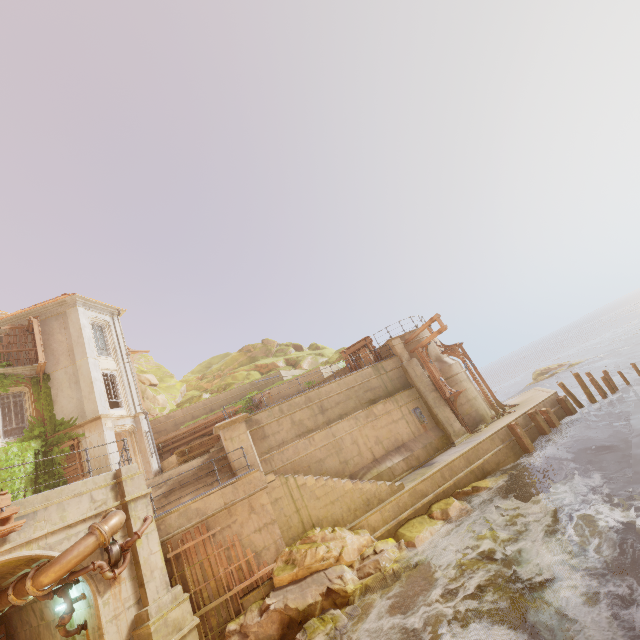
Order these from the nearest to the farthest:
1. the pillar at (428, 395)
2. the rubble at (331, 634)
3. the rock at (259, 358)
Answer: the rubble at (331, 634) < the pillar at (428, 395) < the rock at (259, 358)

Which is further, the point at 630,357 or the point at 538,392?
the point at 630,357

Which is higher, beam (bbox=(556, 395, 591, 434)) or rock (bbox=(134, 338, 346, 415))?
rock (bbox=(134, 338, 346, 415))

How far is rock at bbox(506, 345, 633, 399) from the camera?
36.6m

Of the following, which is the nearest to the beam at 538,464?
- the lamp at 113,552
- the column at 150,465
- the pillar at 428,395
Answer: the pillar at 428,395

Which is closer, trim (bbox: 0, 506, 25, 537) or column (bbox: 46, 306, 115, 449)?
trim (bbox: 0, 506, 25, 537)

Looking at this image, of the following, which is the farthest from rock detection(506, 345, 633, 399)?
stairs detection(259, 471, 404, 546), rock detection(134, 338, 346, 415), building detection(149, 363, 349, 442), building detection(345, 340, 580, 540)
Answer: stairs detection(259, 471, 404, 546)

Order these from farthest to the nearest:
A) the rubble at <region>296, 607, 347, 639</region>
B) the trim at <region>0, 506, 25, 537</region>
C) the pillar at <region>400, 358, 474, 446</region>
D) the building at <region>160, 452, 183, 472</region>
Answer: the building at <region>160, 452, 183, 472</region> → the pillar at <region>400, 358, 474, 446</region> → the rubble at <region>296, 607, 347, 639</region> → the trim at <region>0, 506, 25, 537</region>
